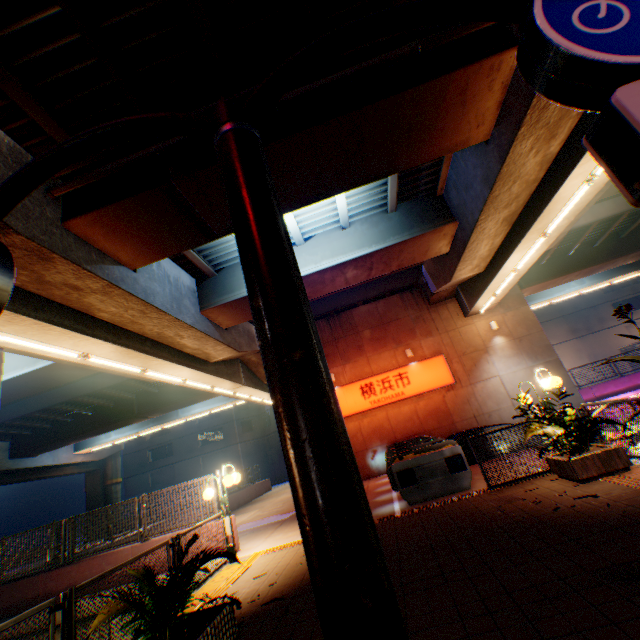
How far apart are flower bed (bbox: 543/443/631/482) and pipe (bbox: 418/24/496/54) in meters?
8.3 m

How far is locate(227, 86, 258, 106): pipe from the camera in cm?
640

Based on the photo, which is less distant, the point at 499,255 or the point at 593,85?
the point at 593,85

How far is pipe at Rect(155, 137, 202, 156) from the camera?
6.3 meters

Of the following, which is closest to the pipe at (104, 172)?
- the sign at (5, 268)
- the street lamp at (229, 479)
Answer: the sign at (5, 268)

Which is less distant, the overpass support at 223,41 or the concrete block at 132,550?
the overpass support at 223,41

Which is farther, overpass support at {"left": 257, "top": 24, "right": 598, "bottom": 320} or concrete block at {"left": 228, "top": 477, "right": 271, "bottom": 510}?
concrete block at {"left": 228, "top": 477, "right": 271, "bottom": 510}

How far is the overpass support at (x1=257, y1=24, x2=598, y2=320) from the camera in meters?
6.3 m
